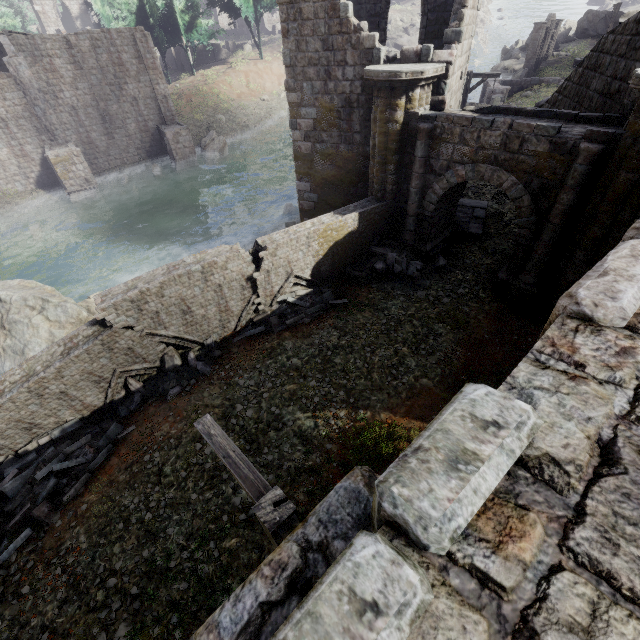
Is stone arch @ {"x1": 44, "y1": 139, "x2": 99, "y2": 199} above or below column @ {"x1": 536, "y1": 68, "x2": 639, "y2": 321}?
below

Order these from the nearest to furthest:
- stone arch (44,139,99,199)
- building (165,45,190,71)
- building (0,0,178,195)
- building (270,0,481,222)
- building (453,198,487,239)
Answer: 1. building (270,0,481,222)
2. building (453,198,487,239)
3. building (0,0,178,195)
4. stone arch (44,139,99,199)
5. building (165,45,190,71)

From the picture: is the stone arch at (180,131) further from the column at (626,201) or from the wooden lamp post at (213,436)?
the wooden lamp post at (213,436)

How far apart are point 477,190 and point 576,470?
18.62m

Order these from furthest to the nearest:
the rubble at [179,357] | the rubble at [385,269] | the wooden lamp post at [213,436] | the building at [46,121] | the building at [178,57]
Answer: the building at [178,57], the building at [46,121], the rubble at [385,269], the rubble at [179,357], the wooden lamp post at [213,436]

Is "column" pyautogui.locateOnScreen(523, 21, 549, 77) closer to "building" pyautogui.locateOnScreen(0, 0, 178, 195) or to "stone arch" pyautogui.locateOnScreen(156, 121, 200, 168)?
"building" pyautogui.locateOnScreen(0, 0, 178, 195)

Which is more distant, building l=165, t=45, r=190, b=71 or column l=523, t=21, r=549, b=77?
building l=165, t=45, r=190, b=71

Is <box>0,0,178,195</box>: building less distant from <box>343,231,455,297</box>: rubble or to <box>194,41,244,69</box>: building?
<box>343,231,455,297</box>: rubble
